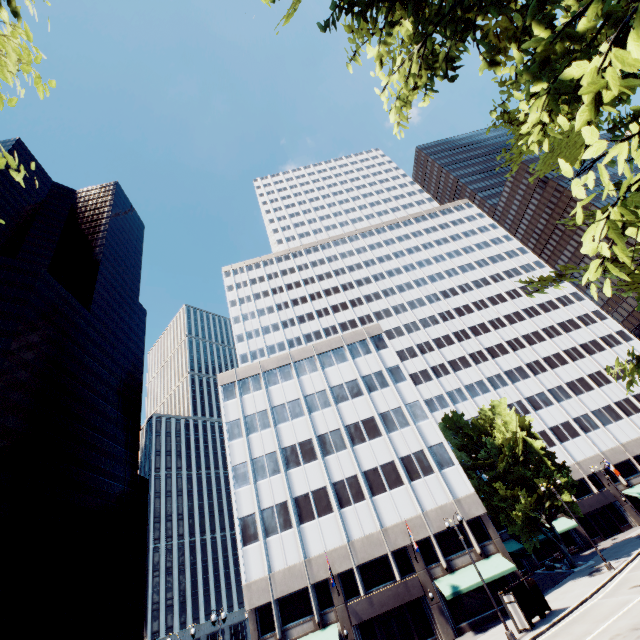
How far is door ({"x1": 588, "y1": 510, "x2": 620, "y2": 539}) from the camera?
42.9m

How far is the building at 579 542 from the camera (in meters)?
41.67

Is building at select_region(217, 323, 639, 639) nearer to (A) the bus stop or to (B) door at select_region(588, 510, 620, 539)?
(B) door at select_region(588, 510, 620, 539)

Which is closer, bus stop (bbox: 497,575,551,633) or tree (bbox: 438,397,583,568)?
bus stop (bbox: 497,575,551,633)

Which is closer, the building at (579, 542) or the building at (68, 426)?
the building at (579, 542)

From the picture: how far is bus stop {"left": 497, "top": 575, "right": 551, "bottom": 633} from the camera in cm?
2186

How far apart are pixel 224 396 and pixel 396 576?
27.6 meters

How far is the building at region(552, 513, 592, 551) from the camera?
41.7 meters
